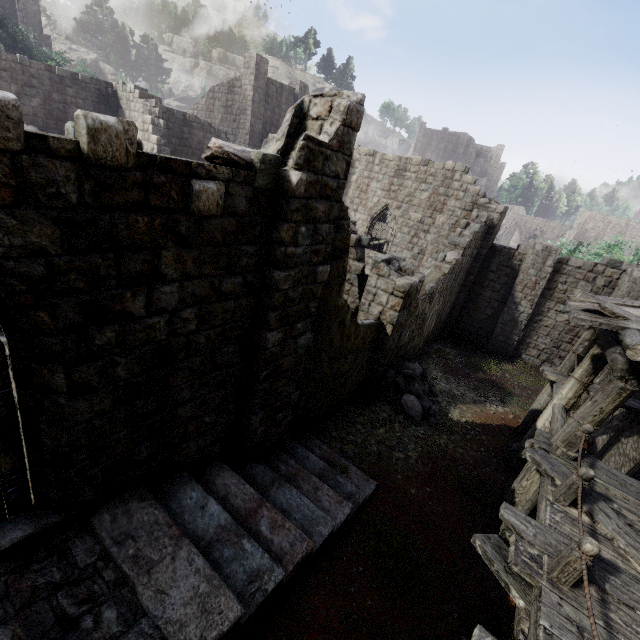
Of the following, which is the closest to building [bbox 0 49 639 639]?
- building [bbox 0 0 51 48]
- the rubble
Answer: the rubble

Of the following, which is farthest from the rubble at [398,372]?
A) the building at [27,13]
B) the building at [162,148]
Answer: the building at [27,13]

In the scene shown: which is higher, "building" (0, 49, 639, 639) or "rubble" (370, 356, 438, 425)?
"building" (0, 49, 639, 639)

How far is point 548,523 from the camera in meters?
4.9

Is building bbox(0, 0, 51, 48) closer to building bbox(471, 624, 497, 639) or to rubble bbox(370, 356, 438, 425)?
building bbox(471, 624, 497, 639)

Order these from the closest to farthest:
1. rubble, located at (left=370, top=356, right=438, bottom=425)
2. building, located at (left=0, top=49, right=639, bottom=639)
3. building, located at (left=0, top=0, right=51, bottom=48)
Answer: building, located at (left=0, top=49, right=639, bottom=639)
rubble, located at (left=370, top=356, right=438, bottom=425)
building, located at (left=0, top=0, right=51, bottom=48)

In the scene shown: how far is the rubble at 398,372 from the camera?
10.9m
